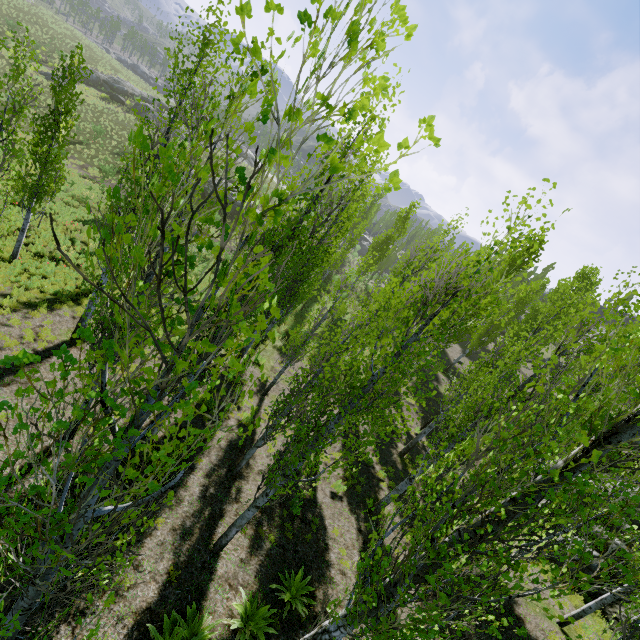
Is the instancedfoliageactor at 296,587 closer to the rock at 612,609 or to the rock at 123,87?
the rock at 612,609

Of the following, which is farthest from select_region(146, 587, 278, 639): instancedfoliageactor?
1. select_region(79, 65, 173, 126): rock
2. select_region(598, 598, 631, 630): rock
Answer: select_region(79, 65, 173, 126): rock

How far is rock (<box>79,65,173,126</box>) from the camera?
43.8 meters

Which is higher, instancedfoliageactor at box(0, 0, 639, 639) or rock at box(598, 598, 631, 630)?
instancedfoliageactor at box(0, 0, 639, 639)

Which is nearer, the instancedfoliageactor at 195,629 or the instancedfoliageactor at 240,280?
the instancedfoliageactor at 240,280

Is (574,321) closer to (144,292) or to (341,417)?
(341,417)

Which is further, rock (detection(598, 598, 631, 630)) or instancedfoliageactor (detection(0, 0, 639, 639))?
rock (detection(598, 598, 631, 630))
